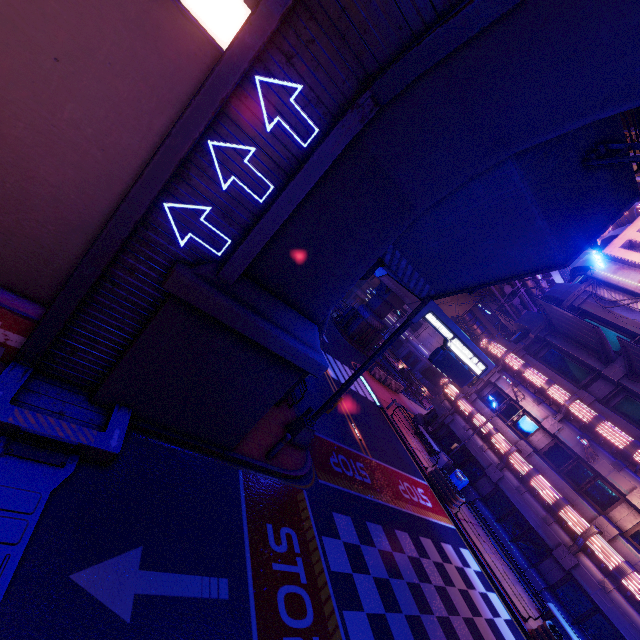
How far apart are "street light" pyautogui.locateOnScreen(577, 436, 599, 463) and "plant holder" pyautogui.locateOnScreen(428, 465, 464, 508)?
6.8m

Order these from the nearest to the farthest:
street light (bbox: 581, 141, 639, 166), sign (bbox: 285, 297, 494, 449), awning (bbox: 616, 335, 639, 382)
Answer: street light (bbox: 581, 141, 639, 166)
sign (bbox: 285, 297, 494, 449)
awning (bbox: 616, 335, 639, 382)

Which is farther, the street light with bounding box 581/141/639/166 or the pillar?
the pillar

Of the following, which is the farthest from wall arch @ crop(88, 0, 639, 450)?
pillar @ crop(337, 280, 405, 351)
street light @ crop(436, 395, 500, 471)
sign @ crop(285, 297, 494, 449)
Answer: pillar @ crop(337, 280, 405, 351)

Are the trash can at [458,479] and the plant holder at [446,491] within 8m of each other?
yes

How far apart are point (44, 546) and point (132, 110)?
7.52m

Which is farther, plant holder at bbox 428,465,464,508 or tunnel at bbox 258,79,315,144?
plant holder at bbox 428,465,464,508

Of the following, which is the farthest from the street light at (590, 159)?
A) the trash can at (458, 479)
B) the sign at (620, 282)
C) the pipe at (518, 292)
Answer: the trash can at (458, 479)
